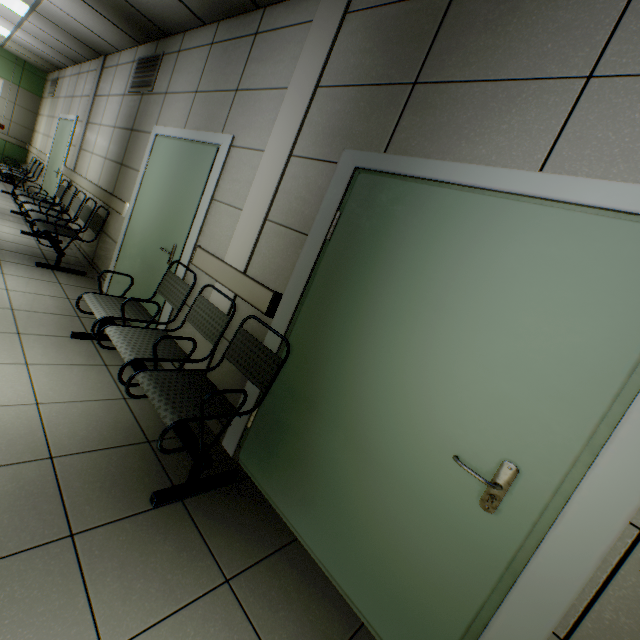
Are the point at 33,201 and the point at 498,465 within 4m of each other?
no

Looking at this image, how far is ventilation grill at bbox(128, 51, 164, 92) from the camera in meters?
4.1

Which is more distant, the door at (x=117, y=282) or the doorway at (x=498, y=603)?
the door at (x=117, y=282)

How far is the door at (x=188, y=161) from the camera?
3.09m

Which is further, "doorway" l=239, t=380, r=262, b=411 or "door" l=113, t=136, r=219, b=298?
"door" l=113, t=136, r=219, b=298

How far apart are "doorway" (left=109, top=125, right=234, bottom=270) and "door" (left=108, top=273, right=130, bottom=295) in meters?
0.0

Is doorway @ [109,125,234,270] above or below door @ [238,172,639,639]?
above

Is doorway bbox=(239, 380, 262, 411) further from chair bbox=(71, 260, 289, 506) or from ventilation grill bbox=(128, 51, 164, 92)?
ventilation grill bbox=(128, 51, 164, 92)
